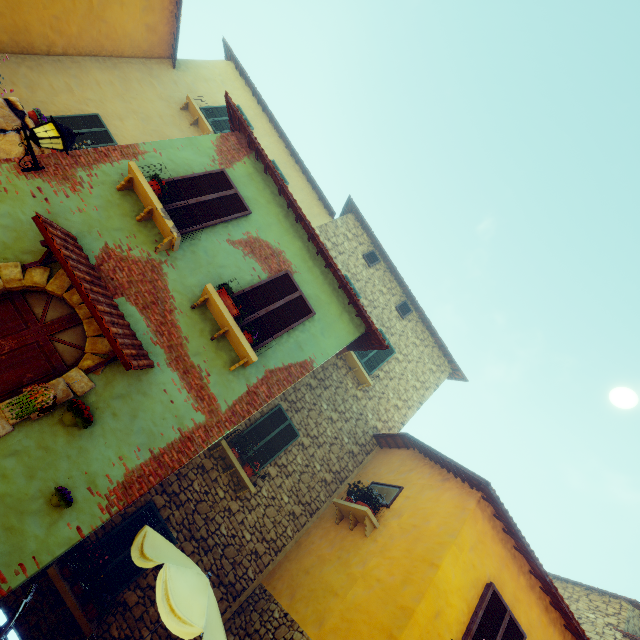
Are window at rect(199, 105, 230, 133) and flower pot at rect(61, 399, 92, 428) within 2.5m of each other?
no

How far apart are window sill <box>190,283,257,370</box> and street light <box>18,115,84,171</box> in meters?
2.8 m

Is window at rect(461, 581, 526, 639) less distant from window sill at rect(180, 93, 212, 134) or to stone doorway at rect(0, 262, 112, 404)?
stone doorway at rect(0, 262, 112, 404)

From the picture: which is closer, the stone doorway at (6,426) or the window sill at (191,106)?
the stone doorway at (6,426)

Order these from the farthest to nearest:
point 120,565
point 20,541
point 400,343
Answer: point 400,343 < point 120,565 < point 20,541

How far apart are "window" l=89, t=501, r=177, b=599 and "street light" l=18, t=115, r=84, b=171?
6.9m

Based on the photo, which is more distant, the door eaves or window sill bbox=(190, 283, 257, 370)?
window sill bbox=(190, 283, 257, 370)

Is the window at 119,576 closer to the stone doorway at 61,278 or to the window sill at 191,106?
the stone doorway at 61,278
